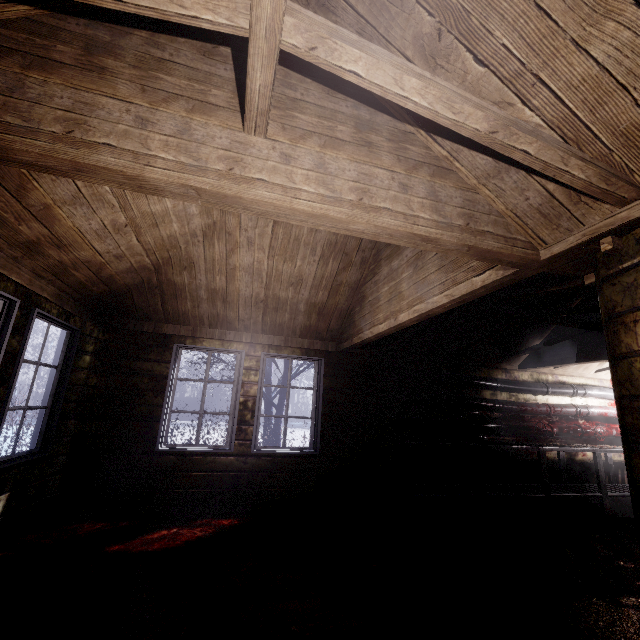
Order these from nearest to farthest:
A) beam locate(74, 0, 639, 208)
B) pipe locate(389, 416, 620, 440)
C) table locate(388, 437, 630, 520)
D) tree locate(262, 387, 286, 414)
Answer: beam locate(74, 0, 639, 208), table locate(388, 437, 630, 520), pipe locate(389, 416, 620, 440), tree locate(262, 387, 286, 414)

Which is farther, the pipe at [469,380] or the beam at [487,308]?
the pipe at [469,380]

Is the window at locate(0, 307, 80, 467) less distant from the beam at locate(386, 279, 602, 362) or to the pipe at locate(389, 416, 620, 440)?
the beam at locate(386, 279, 602, 362)

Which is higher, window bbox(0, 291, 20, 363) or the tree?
window bbox(0, 291, 20, 363)

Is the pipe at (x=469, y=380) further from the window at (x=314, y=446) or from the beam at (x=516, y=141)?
the beam at (x=516, y=141)

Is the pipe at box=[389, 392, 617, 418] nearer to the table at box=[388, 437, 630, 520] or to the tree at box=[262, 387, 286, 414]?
the table at box=[388, 437, 630, 520]

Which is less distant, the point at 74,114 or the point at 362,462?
the point at 74,114

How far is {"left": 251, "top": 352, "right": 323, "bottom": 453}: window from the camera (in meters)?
4.19
